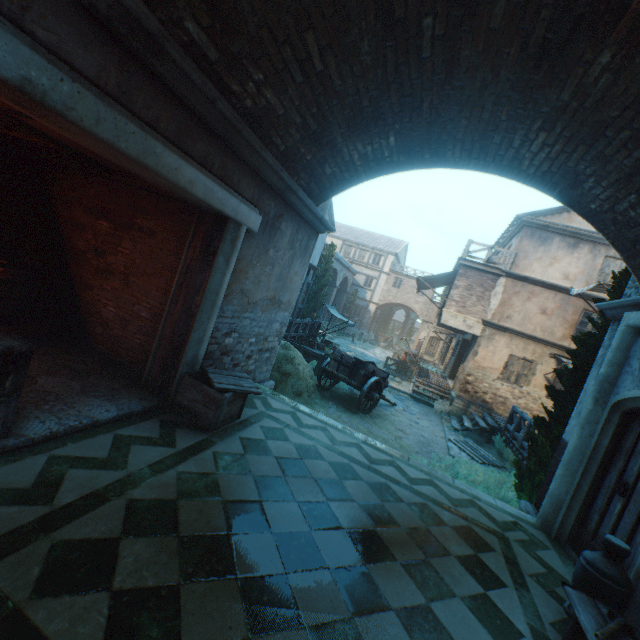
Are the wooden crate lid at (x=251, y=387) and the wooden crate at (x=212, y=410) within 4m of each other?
yes

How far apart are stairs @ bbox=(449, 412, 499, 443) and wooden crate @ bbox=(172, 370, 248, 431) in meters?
10.7 m

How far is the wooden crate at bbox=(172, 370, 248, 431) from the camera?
4.4m

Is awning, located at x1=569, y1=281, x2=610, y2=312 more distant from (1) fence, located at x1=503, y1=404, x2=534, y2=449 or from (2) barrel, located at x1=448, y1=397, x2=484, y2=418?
(2) barrel, located at x1=448, y1=397, x2=484, y2=418

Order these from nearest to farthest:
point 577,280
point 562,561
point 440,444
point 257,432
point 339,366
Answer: point 562,561 → point 257,432 → point 440,444 → point 339,366 → point 577,280

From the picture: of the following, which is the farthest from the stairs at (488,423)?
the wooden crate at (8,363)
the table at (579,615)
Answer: the wooden crate at (8,363)

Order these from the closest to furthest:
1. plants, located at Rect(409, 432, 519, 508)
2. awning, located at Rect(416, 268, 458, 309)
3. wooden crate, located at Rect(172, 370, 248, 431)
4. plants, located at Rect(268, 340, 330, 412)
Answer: wooden crate, located at Rect(172, 370, 248, 431) → plants, located at Rect(409, 432, 519, 508) → plants, located at Rect(268, 340, 330, 412) → awning, located at Rect(416, 268, 458, 309)

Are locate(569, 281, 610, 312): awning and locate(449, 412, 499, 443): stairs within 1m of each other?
no
